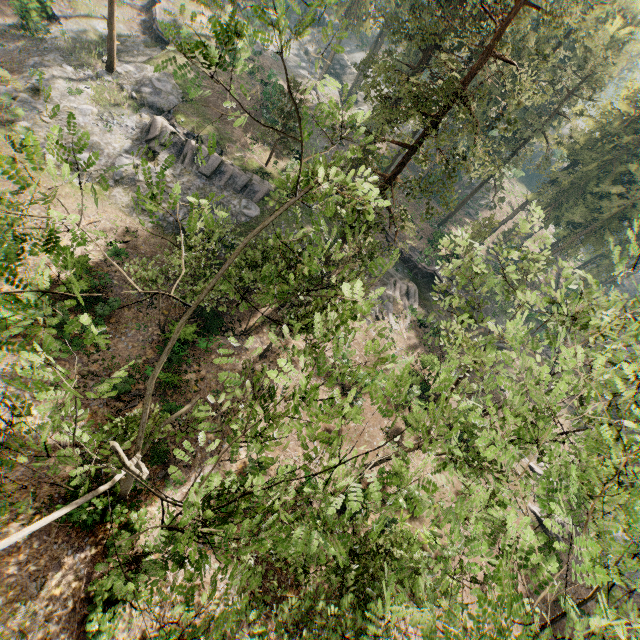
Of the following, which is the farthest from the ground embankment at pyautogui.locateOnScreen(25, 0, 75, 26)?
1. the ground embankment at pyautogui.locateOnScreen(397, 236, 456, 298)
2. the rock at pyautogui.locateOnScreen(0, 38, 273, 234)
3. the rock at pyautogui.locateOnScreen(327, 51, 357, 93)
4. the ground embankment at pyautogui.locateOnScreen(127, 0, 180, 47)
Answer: the ground embankment at pyautogui.locateOnScreen(397, 236, 456, 298)

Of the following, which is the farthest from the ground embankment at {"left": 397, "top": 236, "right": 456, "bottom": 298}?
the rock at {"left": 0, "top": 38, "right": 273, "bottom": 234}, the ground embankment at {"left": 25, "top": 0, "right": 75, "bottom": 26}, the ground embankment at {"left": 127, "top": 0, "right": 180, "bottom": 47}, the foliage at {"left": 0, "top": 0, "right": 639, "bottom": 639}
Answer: the ground embankment at {"left": 25, "top": 0, "right": 75, "bottom": 26}

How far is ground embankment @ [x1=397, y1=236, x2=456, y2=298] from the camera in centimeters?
3856cm

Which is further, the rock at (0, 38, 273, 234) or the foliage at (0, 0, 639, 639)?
the rock at (0, 38, 273, 234)

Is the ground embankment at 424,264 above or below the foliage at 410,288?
above

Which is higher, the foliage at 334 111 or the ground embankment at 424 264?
the foliage at 334 111

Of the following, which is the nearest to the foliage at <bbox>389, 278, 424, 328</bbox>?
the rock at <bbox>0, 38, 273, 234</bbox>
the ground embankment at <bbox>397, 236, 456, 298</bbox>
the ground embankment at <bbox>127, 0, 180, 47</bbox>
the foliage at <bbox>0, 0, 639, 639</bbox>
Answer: the ground embankment at <bbox>397, 236, 456, 298</bbox>

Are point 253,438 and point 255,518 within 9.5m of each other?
yes
